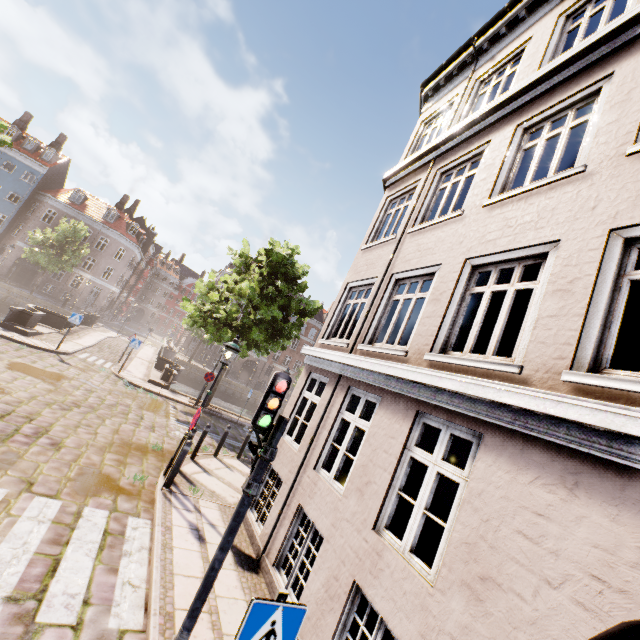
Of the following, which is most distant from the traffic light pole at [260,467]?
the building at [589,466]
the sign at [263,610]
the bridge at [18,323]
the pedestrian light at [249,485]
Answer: the building at [589,466]

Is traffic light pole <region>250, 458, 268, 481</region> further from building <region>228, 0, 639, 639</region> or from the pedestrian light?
building <region>228, 0, 639, 639</region>

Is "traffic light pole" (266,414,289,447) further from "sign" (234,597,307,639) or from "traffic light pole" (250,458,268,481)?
"sign" (234,597,307,639)

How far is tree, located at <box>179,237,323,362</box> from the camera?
16.7 meters

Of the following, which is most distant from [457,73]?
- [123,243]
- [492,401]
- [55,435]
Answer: [123,243]

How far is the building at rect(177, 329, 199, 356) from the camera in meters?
47.0 m

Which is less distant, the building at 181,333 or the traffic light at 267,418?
the traffic light at 267,418

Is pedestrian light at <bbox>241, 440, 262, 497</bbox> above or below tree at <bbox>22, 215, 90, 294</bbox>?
below
